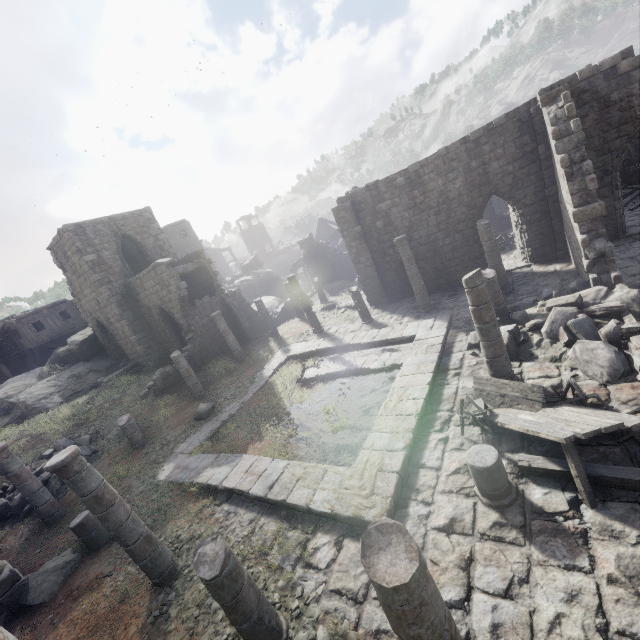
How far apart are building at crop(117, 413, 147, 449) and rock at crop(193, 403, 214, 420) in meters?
2.1

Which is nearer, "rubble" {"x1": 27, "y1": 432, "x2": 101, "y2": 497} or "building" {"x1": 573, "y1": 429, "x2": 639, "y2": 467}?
"building" {"x1": 573, "y1": 429, "x2": 639, "y2": 467}

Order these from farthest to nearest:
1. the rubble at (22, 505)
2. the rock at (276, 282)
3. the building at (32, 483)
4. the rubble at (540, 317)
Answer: the rock at (276, 282) < the rubble at (22, 505) < the building at (32, 483) < the rubble at (540, 317)

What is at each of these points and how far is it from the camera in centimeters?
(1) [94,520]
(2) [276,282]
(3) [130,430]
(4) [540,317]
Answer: (1) building, 931cm
(2) rock, 3606cm
(3) building, 1367cm
(4) rubble, 1001cm

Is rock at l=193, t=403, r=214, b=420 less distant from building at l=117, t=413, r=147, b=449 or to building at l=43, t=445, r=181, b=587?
building at l=43, t=445, r=181, b=587

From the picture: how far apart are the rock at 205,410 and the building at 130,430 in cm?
207

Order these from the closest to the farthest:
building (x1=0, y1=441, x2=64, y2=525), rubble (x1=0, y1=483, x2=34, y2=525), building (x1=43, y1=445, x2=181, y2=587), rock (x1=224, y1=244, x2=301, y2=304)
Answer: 1. building (x1=43, y1=445, x2=181, y2=587)
2. building (x1=0, y1=441, x2=64, y2=525)
3. rubble (x1=0, y1=483, x2=34, y2=525)
4. rock (x1=224, y1=244, x2=301, y2=304)
